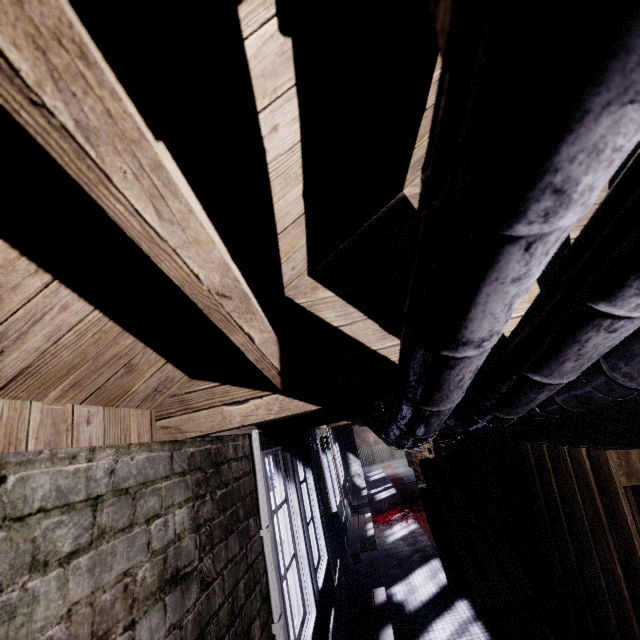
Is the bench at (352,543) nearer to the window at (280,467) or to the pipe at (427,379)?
the window at (280,467)

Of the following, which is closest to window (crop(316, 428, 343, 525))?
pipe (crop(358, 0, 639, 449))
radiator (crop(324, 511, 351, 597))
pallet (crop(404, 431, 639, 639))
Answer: radiator (crop(324, 511, 351, 597))

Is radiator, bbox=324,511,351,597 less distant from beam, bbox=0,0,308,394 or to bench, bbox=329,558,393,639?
bench, bbox=329,558,393,639

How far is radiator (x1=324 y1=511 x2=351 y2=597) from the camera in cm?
376

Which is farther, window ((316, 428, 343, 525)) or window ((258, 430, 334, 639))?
window ((316, 428, 343, 525))

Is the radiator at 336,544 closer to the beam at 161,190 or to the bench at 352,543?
the bench at 352,543

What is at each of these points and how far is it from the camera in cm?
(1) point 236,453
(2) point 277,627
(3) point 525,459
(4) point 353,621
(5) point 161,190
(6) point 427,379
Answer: (1) window, 175
(2) wire, 164
(3) pallet, 264
(4) bench, 299
(5) beam, 38
(6) pipe, 74

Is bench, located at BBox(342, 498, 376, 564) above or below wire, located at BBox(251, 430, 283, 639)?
below
